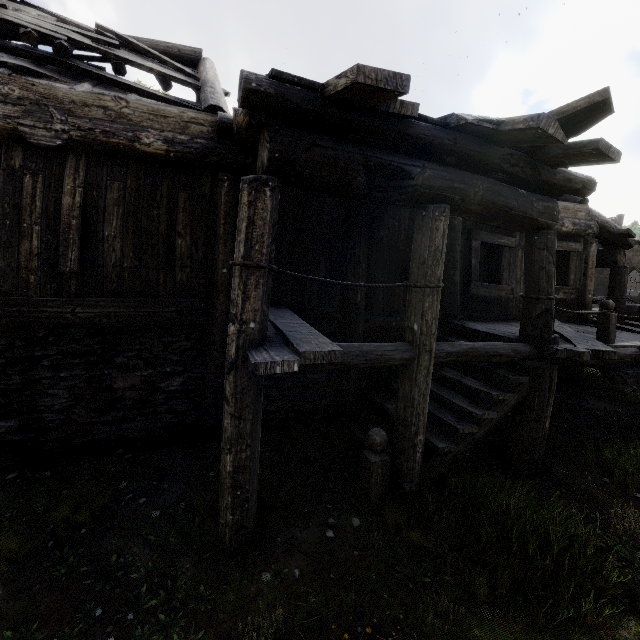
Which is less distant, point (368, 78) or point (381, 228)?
point (368, 78)

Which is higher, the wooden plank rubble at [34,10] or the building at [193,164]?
the wooden plank rubble at [34,10]

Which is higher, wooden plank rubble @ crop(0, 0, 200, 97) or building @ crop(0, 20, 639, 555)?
wooden plank rubble @ crop(0, 0, 200, 97)

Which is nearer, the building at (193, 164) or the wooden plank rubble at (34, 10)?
the building at (193, 164)

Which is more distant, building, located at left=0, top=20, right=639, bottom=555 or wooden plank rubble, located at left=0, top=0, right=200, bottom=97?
wooden plank rubble, located at left=0, top=0, right=200, bottom=97
